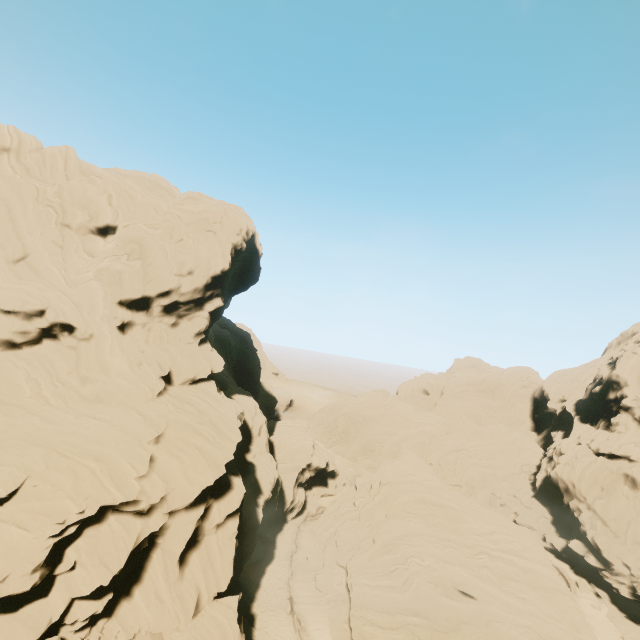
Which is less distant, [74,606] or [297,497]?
[74,606]

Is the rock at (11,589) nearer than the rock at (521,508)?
Yes

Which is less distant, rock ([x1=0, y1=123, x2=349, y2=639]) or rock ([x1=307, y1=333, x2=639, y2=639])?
rock ([x1=0, y1=123, x2=349, y2=639])
